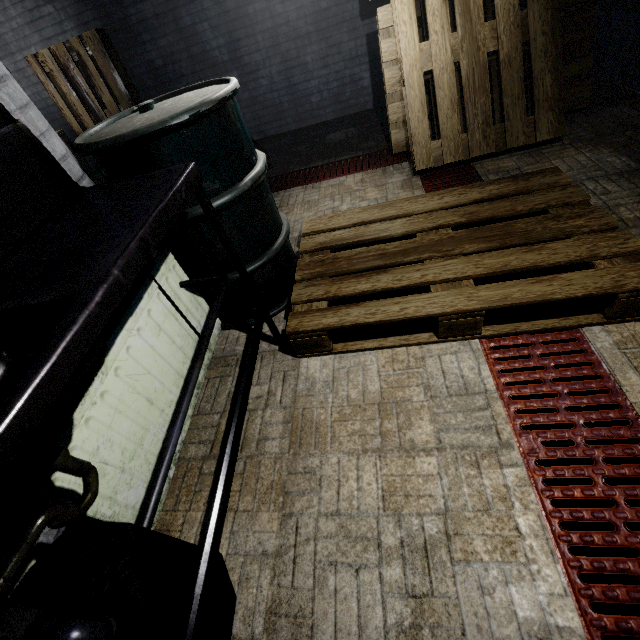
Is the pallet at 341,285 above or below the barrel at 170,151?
below

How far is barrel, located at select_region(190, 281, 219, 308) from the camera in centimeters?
160cm

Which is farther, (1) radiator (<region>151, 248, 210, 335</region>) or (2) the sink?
(1) radiator (<region>151, 248, 210, 335</region>)

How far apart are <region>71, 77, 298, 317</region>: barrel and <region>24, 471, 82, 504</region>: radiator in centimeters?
2cm

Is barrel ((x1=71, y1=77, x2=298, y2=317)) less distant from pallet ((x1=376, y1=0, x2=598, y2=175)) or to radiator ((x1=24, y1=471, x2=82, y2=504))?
radiator ((x1=24, y1=471, x2=82, y2=504))

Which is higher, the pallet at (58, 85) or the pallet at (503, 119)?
the pallet at (58, 85)

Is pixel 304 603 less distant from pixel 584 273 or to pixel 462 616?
pixel 462 616

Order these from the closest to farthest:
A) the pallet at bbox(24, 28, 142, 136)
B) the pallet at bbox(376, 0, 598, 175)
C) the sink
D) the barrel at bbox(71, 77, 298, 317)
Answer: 1. the sink
2. the barrel at bbox(71, 77, 298, 317)
3. the pallet at bbox(376, 0, 598, 175)
4. the pallet at bbox(24, 28, 142, 136)
